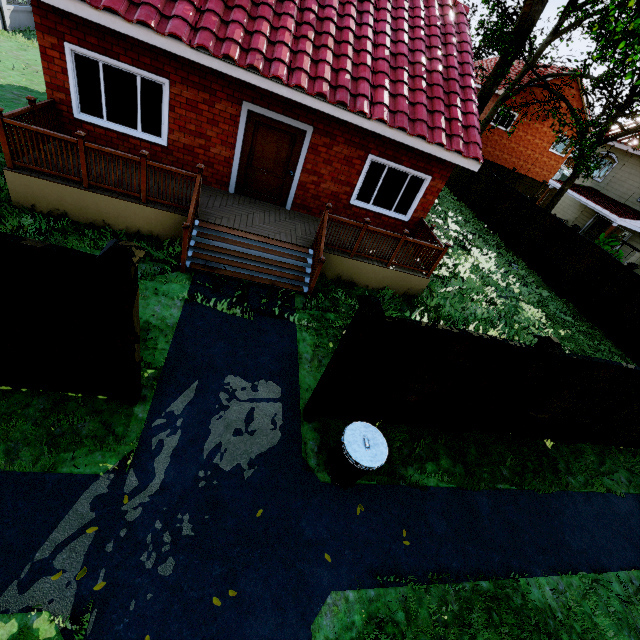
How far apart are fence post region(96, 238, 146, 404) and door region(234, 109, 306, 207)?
6.2m

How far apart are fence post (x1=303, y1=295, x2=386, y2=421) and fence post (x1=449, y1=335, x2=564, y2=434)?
2.6 meters

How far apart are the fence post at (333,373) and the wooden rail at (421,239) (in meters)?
4.26

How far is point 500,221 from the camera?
18.14m

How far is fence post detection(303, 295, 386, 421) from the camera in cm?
380

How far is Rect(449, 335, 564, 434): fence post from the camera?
4.7m

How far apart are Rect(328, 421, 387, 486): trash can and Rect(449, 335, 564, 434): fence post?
2.1 meters

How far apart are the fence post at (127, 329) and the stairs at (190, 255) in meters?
3.1 m
